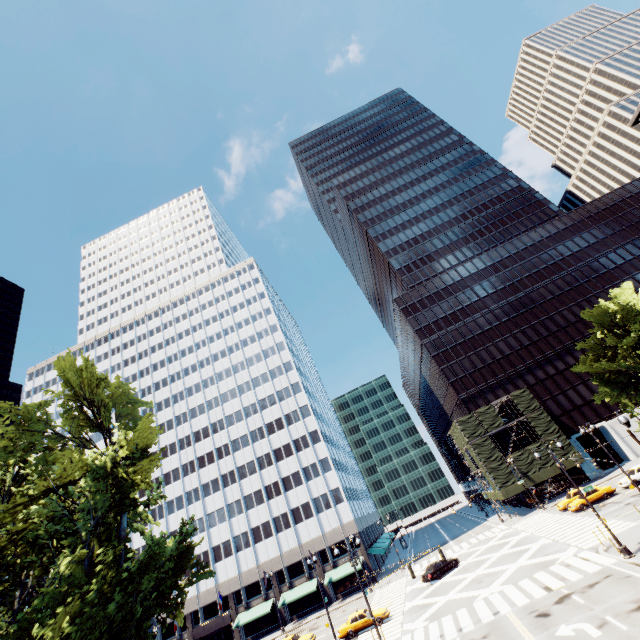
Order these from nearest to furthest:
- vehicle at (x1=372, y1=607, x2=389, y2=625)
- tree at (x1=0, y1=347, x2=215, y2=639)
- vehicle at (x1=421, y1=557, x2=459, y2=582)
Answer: tree at (x1=0, y1=347, x2=215, y2=639), vehicle at (x1=372, y1=607, x2=389, y2=625), vehicle at (x1=421, y1=557, x2=459, y2=582)

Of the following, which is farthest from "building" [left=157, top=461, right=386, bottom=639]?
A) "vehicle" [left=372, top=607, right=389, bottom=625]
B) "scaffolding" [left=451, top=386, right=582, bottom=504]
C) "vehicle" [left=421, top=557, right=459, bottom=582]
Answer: "scaffolding" [left=451, top=386, right=582, bottom=504]

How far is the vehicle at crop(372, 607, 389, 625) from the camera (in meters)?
30.49

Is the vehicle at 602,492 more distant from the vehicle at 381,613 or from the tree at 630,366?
the vehicle at 381,613

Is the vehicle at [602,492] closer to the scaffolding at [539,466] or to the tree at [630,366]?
the scaffolding at [539,466]

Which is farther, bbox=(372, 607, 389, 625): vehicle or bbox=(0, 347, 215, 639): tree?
bbox=(372, 607, 389, 625): vehicle

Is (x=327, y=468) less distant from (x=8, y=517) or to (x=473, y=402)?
(x=473, y=402)

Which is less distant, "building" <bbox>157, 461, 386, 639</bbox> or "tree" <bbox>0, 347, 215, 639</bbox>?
"tree" <bbox>0, 347, 215, 639</bbox>
